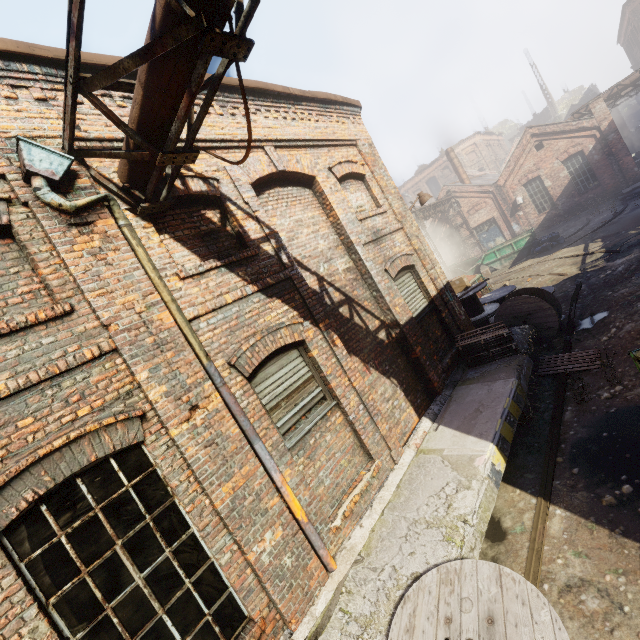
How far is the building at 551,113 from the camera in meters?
44.2

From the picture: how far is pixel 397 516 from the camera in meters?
4.7

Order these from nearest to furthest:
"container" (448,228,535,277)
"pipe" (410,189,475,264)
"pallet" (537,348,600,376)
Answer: "pallet" (537,348,600,376)
"container" (448,228,535,277)
"pipe" (410,189,475,264)

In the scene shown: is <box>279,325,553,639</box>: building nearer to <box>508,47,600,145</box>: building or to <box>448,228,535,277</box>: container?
<box>448,228,535,277</box>: container

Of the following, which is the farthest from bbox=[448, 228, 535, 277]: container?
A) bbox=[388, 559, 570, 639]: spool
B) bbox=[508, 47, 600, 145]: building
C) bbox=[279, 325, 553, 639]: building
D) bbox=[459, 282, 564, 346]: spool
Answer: bbox=[508, 47, 600, 145]: building

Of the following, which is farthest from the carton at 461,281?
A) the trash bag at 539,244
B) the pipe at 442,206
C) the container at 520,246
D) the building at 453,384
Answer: the container at 520,246

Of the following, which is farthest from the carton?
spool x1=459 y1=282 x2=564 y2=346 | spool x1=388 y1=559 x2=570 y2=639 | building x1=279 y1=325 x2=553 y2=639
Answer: spool x1=388 y1=559 x2=570 y2=639

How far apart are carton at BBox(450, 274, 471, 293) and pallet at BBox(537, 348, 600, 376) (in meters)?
3.94
